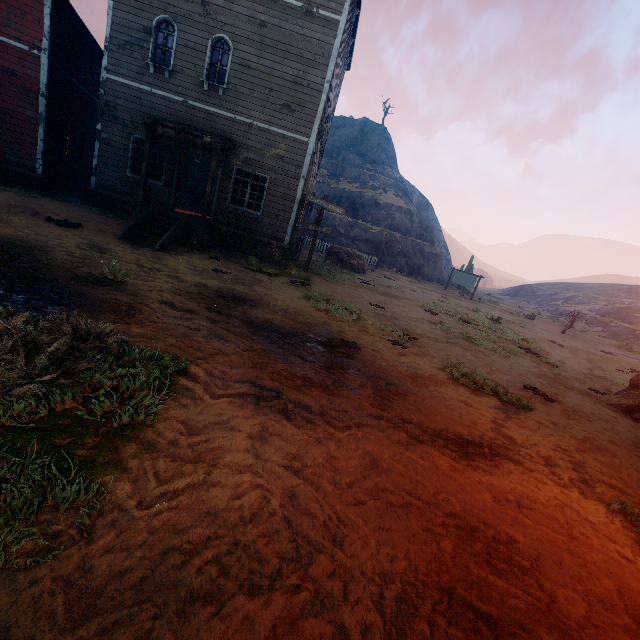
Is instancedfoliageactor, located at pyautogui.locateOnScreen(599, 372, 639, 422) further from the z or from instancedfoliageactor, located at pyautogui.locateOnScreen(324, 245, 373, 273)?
instancedfoliageactor, located at pyautogui.locateOnScreen(324, 245, 373, 273)

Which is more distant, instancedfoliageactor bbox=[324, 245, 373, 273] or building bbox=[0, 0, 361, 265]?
instancedfoliageactor bbox=[324, 245, 373, 273]

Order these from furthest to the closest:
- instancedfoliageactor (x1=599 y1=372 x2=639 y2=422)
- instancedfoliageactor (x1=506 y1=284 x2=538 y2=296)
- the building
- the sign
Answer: instancedfoliageactor (x1=506 y1=284 x2=538 y2=296) → the sign → the building → instancedfoliageactor (x1=599 y1=372 x2=639 y2=422)

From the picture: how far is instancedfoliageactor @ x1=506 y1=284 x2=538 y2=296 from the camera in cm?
5301

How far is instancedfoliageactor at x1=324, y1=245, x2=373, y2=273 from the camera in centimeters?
2056cm

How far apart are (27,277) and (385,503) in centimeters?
601cm

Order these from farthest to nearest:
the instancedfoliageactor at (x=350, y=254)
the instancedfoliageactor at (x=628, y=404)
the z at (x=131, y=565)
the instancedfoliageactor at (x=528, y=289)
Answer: the instancedfoliageactor at (x=528, y=289)
the instancedfoliageactor at (x=350, y=254)
the instancedfoliageactor at (x=628, y=404)
the z at (x=131, y=565)

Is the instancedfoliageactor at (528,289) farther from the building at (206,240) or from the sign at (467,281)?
the building at (206,240)
